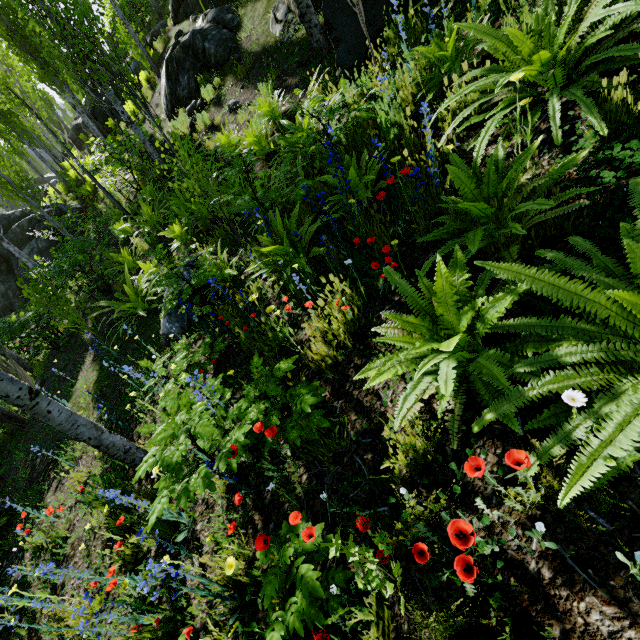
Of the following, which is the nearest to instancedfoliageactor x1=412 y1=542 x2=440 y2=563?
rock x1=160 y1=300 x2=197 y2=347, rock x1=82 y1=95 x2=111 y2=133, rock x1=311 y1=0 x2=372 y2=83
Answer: rock x1=82 y1=95 x2=111 y2=133

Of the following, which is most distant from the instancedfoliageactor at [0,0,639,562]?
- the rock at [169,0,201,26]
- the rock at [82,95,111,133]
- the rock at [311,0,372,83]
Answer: the rock at [169,0,201,26]

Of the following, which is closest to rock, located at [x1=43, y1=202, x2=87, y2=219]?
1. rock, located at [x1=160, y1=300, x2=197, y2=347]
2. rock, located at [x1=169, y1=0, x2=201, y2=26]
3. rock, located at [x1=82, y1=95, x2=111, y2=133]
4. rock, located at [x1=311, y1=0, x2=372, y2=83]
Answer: rock, located at [x1=169, y1=0, x2=201, y2=26]

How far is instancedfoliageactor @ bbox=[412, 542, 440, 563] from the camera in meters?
1.4

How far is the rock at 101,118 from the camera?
17.3m

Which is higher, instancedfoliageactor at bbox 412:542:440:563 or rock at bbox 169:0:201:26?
rock at bbox 169:0:201:26

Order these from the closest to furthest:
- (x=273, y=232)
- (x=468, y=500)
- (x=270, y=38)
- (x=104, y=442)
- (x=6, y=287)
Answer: (x=468, y=500) < (x=104, y=442) < (x=273, y=232) < (x=270, y=38) < (x=6, y=287)

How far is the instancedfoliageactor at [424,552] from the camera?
1.4m
